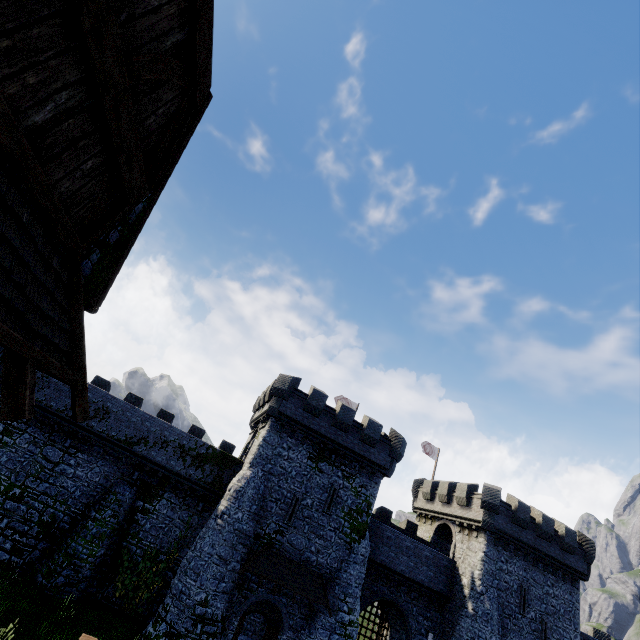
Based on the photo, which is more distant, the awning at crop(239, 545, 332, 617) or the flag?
the flag

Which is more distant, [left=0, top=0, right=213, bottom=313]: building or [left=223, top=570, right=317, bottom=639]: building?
[left=223, top=570, right=317, bottom=639]: building

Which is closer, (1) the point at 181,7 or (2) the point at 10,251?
(2) the point at 10,251

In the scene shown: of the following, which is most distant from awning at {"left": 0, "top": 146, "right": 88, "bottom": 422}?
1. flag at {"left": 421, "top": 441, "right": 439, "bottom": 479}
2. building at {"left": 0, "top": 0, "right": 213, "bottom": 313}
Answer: flag at {"left": 421, "top": 441, "right": 439, "bottom": 479}

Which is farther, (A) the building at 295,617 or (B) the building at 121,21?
(A) the building at 295,617

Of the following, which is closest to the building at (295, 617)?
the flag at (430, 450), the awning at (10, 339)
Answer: the flag at (430, 450)

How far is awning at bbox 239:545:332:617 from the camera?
19.27m

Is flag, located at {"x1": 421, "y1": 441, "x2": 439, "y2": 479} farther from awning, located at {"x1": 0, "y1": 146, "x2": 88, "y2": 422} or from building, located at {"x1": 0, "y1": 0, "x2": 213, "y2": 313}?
awning, located at {"x1": 0, "y1": 146, "x2": 88, "y2": 422}
